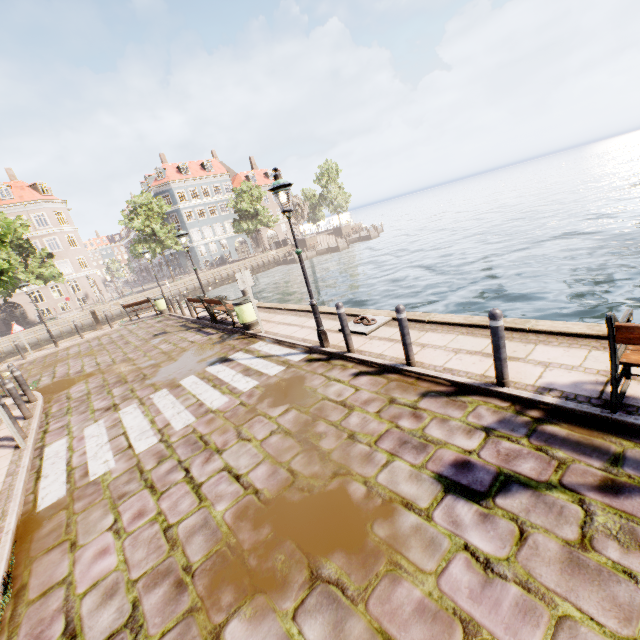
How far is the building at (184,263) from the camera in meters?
52.5 m

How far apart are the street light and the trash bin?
3.7 meters

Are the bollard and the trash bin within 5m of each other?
no

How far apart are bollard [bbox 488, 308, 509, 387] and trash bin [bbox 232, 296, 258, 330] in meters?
7.5

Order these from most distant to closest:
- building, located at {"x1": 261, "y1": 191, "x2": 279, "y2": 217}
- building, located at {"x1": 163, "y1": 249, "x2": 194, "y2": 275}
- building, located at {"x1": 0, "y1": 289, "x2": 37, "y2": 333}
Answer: building, located at {"x1": 261, "y1": 191, "x2": 279, "y2": 217} < building, located at {"x1": 163, "y1": 249, "x2": 194, "y2": 275} < building, located at {"x1": 0, "y1": 289, "x2": 37, "y2": 333}

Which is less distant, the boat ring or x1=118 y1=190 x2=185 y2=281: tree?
the boat ring

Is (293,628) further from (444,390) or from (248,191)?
(248,191)

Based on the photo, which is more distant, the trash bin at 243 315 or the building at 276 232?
the building at 276 232
